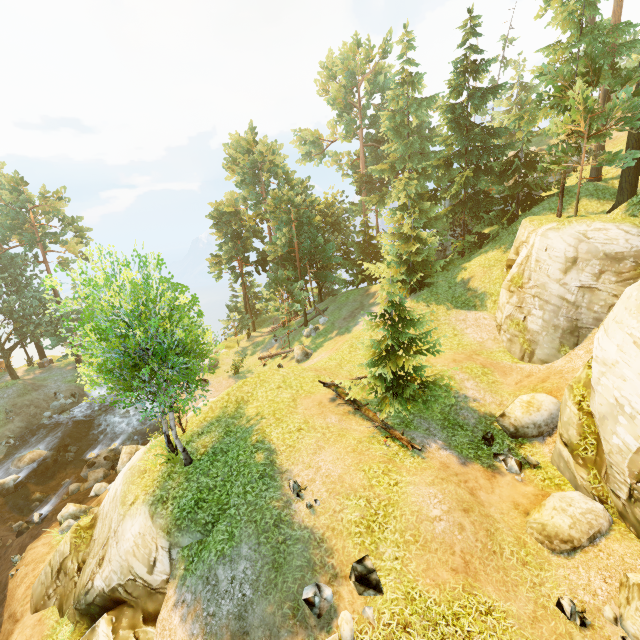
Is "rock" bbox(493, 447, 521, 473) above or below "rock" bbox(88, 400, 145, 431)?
above

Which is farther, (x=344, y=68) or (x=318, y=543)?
(x=344, y=68)

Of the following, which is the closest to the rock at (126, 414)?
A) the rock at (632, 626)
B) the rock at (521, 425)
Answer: the rock at (521, 425)

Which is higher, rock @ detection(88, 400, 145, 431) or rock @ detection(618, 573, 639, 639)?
rock @ detection(618, 573, 639, 639)

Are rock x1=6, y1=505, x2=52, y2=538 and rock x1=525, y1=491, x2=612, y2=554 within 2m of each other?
no

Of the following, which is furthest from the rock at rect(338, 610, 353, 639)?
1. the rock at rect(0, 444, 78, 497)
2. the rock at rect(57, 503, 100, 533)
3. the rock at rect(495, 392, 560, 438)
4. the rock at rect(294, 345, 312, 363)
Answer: the rock at rect(0, 444, 78, 497)

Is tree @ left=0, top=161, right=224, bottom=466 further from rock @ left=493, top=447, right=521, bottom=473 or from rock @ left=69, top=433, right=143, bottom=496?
rock @ left=69, top=433, right=143, bottom=496

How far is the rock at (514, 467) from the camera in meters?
12.0
